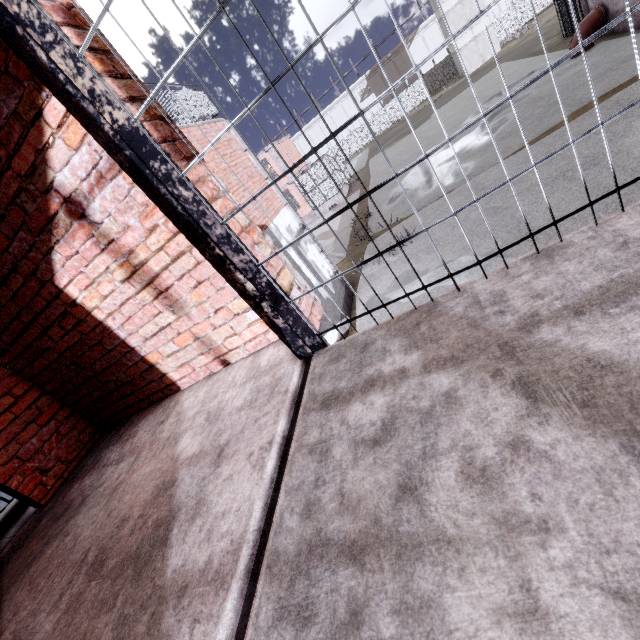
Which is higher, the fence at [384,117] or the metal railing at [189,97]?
the metal railing at [189,97]

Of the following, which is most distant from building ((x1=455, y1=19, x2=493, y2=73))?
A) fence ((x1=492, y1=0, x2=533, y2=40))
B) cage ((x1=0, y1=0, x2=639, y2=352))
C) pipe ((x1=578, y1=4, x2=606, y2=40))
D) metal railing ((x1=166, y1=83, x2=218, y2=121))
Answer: metal railing ((x1=166, y1=83, x2=218, y2=121))

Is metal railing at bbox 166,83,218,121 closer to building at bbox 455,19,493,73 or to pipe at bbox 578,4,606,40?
pipe at bbox 578,4,606,40

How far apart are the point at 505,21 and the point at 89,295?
59.93m

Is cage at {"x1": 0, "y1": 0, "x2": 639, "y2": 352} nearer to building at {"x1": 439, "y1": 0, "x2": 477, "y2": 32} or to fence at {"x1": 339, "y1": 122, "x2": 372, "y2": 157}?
fence at {"x1": 339, "y1": 122, "x2": 372, "y2": 157}

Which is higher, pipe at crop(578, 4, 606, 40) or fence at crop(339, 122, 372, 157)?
fence at crop(339, 122, 372, 157)

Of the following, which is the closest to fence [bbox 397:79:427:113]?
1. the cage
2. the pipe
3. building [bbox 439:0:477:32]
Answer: building [bbox 439:0:477:32]

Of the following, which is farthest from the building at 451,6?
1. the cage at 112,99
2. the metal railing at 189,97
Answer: the metal railing at 189,97
